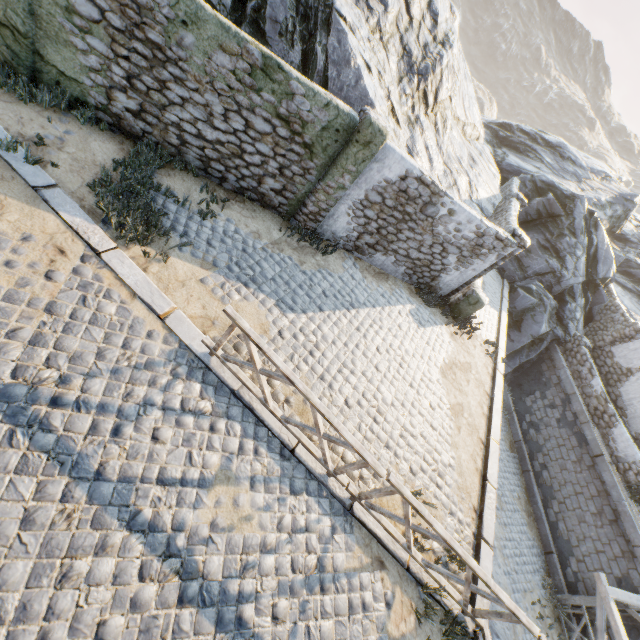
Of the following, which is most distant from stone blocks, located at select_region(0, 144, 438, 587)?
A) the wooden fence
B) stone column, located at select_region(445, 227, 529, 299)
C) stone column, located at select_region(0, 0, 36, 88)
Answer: stone column, located at select_region(445, 227, 529, 299)

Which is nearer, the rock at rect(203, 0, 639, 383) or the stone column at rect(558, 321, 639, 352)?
the rock at rect(203, 0, 639, 383)

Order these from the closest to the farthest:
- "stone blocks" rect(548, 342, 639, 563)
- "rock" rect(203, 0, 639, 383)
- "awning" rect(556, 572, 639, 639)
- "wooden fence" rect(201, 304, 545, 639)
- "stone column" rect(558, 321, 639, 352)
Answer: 1. "wooden fence" rect(201, 304, 545, 639)
2. "rock" rect(203, 0, 639, 383)
3. "awning" rect(556, 572, 639, 639)
4. "stone blocks" rect(548, 342, 639, 563)
5. "stone column" rect(558, 321, 639, 352)

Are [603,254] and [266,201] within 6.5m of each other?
no

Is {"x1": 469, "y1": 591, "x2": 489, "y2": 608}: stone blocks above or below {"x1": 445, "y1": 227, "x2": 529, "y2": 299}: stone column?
below

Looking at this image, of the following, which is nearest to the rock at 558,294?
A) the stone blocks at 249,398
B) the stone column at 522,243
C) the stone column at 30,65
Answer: the stone blocks at 249,398

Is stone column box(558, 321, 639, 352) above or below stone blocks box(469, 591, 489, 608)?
above

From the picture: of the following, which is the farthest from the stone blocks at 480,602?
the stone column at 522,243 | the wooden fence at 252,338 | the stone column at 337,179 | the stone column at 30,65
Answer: the stone column at 337,179
